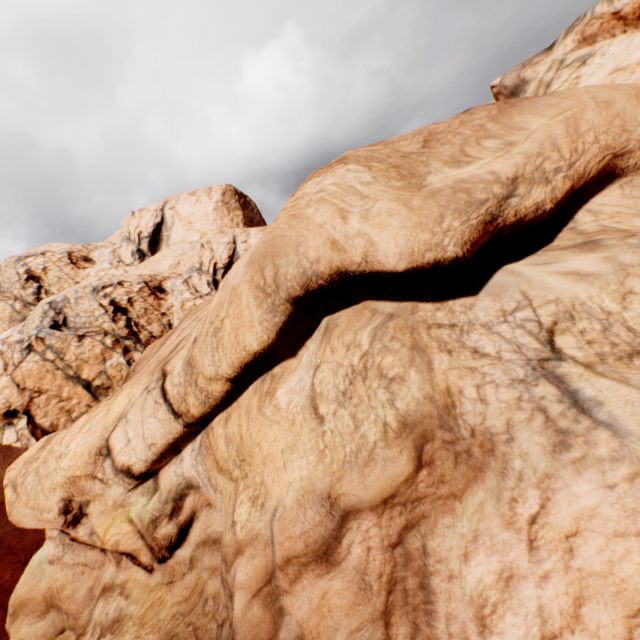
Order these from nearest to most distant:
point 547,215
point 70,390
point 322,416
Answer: point 547,215 < point 322,416 < point 70,390
